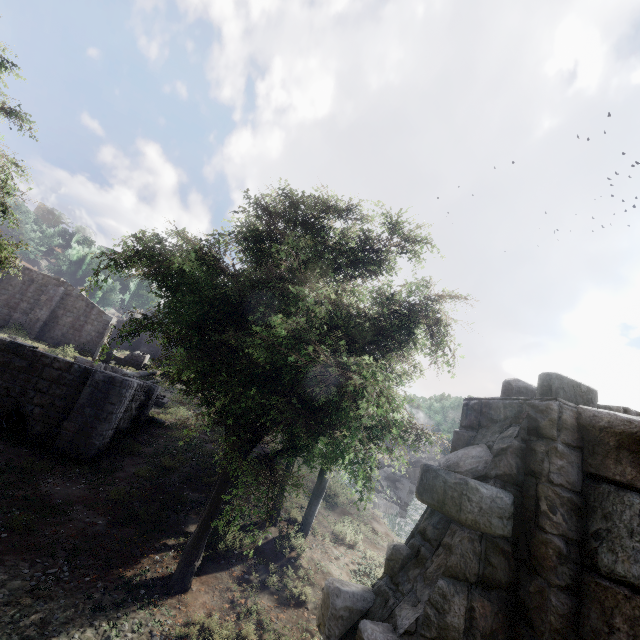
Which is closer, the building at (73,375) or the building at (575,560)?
the building at (575,560)

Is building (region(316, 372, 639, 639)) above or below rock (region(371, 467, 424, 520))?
above

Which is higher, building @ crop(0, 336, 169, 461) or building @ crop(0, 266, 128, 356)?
building @ crop(0, 266, 128, 356)

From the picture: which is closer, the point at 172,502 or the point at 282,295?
the point at 282,295

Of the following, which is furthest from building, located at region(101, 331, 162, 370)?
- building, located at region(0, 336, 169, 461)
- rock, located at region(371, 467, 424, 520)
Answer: rock, located at region(371, 467, 424, 520)

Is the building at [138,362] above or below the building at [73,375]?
above

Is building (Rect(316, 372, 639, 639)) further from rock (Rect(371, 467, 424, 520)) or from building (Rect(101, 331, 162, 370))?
rock (Rect(371, 467, 424, 520))
